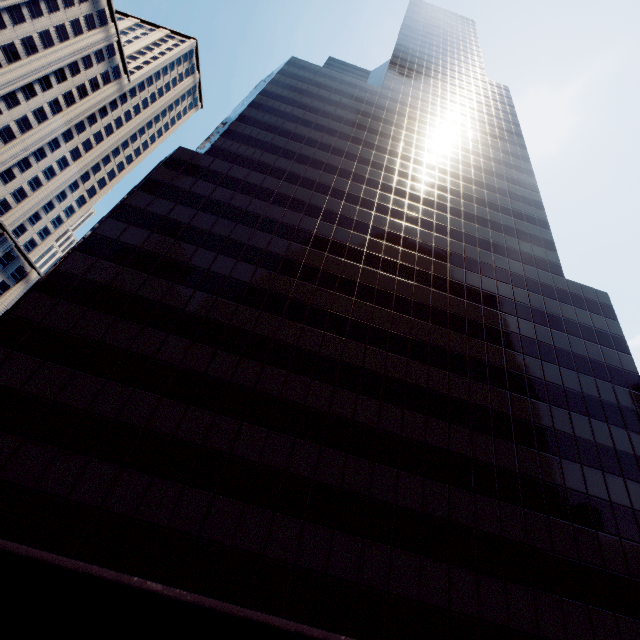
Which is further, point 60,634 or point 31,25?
point 31,25

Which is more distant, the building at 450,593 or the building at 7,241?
the building at 7,241

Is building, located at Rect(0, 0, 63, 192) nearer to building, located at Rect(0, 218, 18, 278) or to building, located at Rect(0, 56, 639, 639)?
building, located at Rect(0, 218, 18, 278)

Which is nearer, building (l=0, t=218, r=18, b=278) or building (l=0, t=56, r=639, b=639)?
building (l=0, t=56, r=639, b=639)

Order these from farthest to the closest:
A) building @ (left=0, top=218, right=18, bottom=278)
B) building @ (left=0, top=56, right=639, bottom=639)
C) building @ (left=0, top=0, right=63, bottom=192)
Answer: building @ (left=0, top=218, right=18, bottom=278) → building @ (left=0, top=0, right=63, bottom=192) → building @ (left=0, top=56, right=639, bottom=639)

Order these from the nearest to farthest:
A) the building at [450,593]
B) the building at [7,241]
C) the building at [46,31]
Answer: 1. the building at [450,593]
2. the building at [46,31]
3. the building at [7,241]
